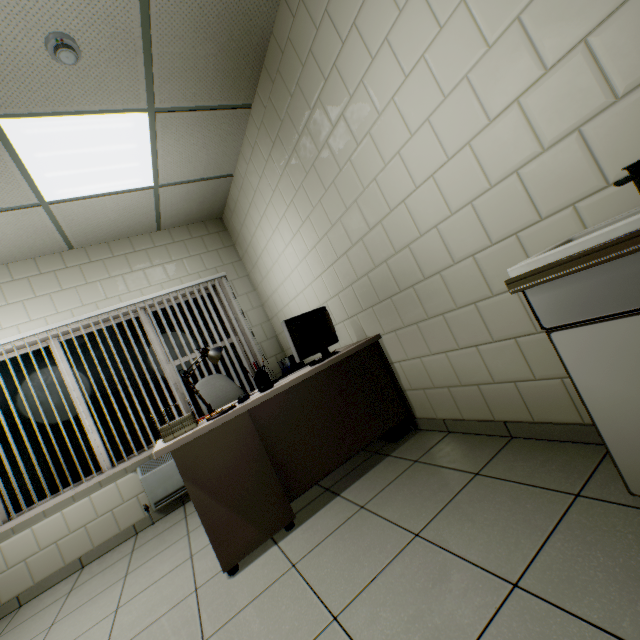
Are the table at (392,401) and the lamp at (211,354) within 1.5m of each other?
yes

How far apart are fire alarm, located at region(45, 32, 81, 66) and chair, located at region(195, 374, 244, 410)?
2.7m

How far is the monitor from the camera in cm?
246

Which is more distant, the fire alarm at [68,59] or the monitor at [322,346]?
the monitor at [322,346]

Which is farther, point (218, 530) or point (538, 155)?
point (218, 530)

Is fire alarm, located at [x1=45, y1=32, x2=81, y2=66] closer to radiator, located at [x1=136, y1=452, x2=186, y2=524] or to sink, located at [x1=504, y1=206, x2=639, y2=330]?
sink, located at [x1=504, y1=206, x2=639, y2=330]

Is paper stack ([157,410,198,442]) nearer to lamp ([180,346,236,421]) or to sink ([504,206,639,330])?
lamp ([180,346,236,421])

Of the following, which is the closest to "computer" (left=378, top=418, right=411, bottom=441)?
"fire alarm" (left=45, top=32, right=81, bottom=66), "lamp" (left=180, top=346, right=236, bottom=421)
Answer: "lamp" (left=180, top=346, right=236, bottom=421)
